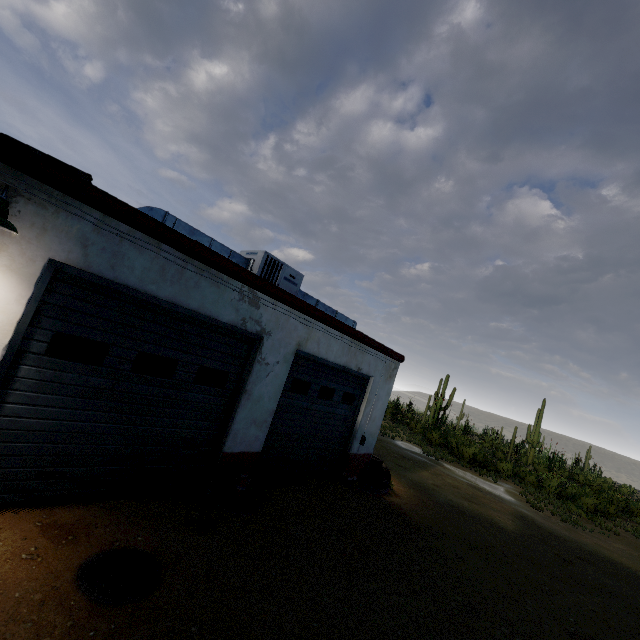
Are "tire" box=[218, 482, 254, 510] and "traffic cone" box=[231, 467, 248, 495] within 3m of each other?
yes

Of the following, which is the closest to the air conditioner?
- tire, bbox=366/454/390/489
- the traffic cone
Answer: the traffic cone

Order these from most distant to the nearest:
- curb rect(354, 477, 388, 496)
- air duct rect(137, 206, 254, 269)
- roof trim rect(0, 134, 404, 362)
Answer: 1. curb rect(354, 477, 388, 496)
2. air duct rect(137, 206, 254, 269)
3. roof trim rect(0, 134, 404, 362)

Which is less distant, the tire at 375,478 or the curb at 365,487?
the curb at 365,487

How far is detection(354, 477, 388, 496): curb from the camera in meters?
9.4

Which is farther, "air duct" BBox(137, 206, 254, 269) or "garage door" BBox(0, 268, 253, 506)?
"air duct" BBox(137, 206, 254, 269)

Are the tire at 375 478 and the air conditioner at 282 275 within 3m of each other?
no

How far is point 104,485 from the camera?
4.97m
